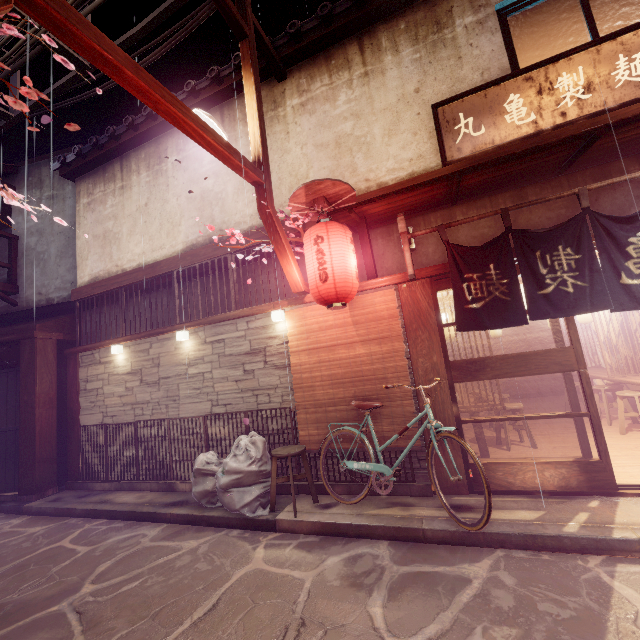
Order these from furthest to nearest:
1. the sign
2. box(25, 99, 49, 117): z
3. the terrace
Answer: the terrace < box(25, 99, 49, 117): z < the sign

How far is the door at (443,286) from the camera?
8.04m

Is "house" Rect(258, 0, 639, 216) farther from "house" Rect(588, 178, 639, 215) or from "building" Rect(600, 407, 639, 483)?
"building" Rect(600, 407, 639, 483)

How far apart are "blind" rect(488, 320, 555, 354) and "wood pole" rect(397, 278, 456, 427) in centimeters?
1431cm

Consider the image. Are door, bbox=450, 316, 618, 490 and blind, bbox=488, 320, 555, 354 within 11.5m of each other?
no

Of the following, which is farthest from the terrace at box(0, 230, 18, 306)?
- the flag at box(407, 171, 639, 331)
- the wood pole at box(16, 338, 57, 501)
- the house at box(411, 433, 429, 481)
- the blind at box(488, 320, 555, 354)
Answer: the blind at box(488, 320, 555, 354)

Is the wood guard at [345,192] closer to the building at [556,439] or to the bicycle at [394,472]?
the building at [556,439]

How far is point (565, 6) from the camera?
8.3 meters
